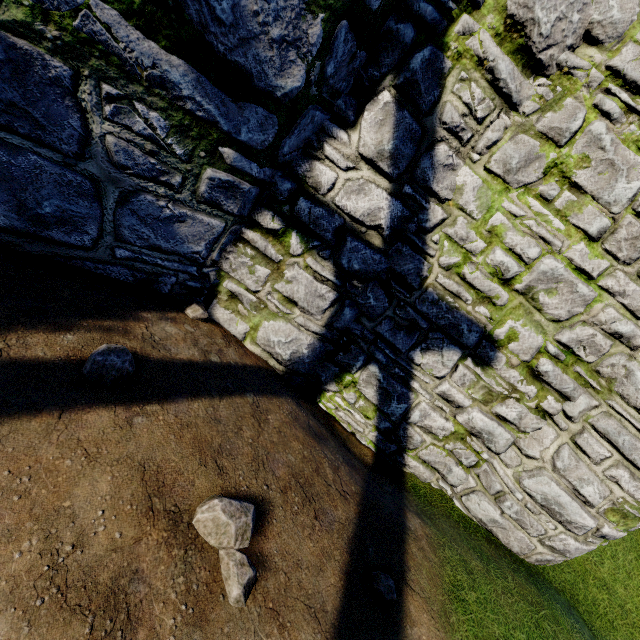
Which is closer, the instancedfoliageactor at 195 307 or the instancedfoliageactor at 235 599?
the instancedfoliageactor at 235 599

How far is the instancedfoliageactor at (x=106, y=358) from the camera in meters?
2.2

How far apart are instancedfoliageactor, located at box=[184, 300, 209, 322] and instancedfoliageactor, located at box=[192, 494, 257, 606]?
1.98m

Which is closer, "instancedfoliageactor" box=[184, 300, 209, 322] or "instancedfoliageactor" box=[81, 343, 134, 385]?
"instancedfoliageactor" box=[81, 343, 134, 385]

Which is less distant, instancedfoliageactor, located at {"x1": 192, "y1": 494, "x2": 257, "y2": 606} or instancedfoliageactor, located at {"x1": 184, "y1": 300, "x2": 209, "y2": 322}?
instancedfoliageactor, located at {"x1": 192, "y1": 494, "x2": 257, "y2": 606}

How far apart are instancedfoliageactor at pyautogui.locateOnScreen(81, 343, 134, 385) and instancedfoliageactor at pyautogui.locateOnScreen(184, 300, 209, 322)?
1.2 meters

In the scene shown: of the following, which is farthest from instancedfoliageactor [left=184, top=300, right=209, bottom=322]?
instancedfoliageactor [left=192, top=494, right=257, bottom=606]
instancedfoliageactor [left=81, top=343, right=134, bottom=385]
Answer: instancedfoliageactor [left=192, top=494, right=257, bottom=606]

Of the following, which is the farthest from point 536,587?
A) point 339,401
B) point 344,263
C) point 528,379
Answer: point 344,263
